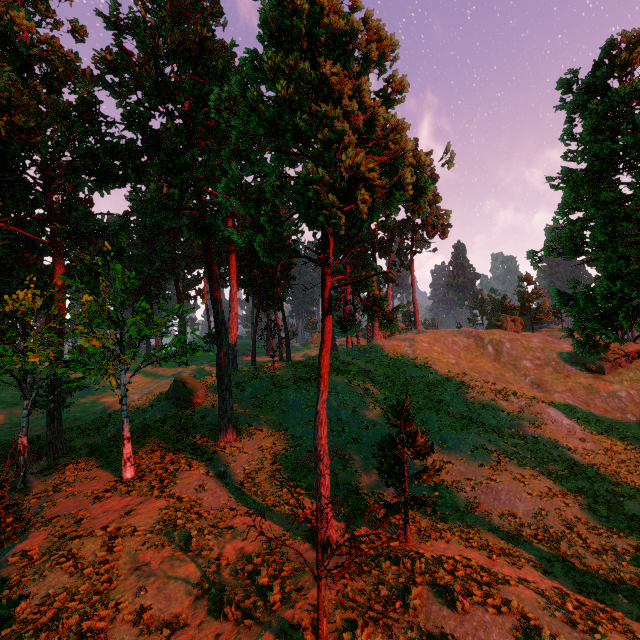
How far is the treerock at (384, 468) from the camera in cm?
1334

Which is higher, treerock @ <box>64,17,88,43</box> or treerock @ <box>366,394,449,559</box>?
treerock @ <box>64,17,88,43</box>

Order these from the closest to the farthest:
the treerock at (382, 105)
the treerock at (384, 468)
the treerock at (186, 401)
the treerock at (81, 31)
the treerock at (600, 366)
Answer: the treerock at (382, 105), the treerock at (600, 366), the treerock at (384, 468), the treerock at (81, 31), the treerock at (186, 401)

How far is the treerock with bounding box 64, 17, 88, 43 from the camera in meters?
24.5 m

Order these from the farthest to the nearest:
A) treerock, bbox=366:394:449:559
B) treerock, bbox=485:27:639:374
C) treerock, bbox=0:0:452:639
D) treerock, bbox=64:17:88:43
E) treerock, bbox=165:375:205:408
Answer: treerock, bbox=165:375:205:408, treerock, bbox=64:17:88:43, treerock, bbox=366:394:449:559, treerock, bbox=485:27:639:374, treerock, bbox=0:0:452:639

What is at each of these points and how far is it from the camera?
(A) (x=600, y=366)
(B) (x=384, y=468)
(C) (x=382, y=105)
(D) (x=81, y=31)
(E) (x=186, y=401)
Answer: (A) treerock, 35.9 meters
(B) treerock, 13.8 meters
(C) treerock, 12.0 meters
(D) treerock, 25.1 meters
(E) treerock, 28.3 meters
